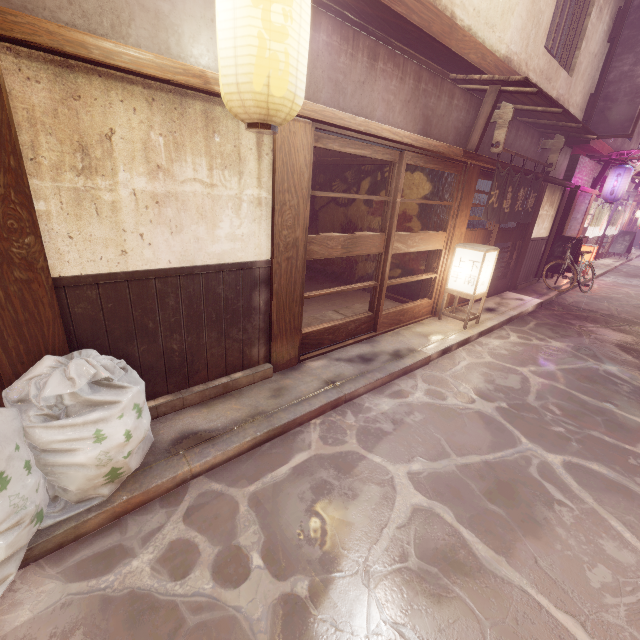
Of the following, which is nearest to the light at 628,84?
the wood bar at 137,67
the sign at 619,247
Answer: the wood bar at 137,67

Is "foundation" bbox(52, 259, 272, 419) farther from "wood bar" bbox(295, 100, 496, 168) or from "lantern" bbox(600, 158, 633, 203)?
"lantern" bbox(600, 158, 633, 203)

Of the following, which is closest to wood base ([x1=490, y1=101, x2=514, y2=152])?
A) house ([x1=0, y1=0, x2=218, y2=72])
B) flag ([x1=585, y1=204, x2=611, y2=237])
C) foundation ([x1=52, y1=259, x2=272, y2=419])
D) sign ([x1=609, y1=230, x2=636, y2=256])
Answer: house ([x1=0, y1=0, x2=218, y2=72])

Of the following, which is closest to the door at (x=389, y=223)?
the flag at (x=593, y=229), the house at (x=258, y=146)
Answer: the house at (x=258, y=146)

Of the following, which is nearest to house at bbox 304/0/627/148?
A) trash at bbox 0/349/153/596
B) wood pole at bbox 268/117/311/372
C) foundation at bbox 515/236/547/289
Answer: wood pole at bbox 268/117/311/372

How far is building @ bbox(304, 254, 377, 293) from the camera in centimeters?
1414cm

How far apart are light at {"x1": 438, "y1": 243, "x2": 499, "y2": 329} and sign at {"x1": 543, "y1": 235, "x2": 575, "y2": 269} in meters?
10.8

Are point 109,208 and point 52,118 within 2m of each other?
yes
